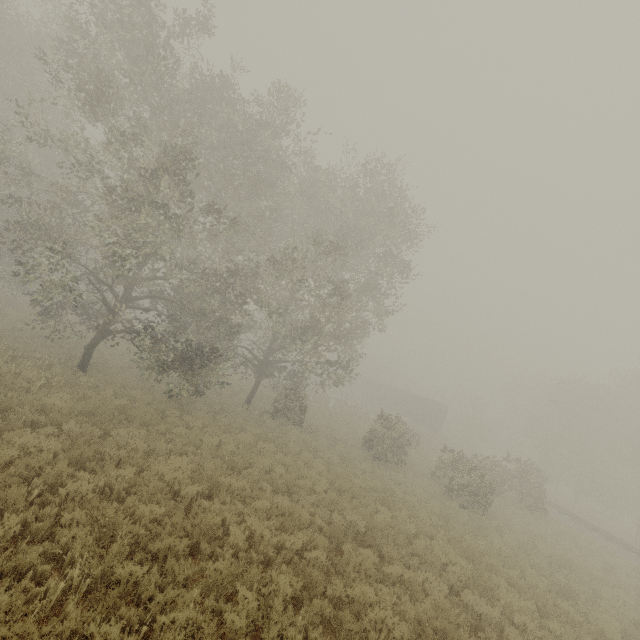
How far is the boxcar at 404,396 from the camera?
44.8 meters

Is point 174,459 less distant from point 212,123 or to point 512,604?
point 512,604

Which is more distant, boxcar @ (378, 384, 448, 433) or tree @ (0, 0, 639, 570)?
boxcar @ (378, 384, 448, 433)

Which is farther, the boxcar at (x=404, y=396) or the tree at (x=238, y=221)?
the boxcar at (x=404, y=396)

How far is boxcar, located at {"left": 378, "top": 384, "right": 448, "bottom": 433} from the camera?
44.8m
